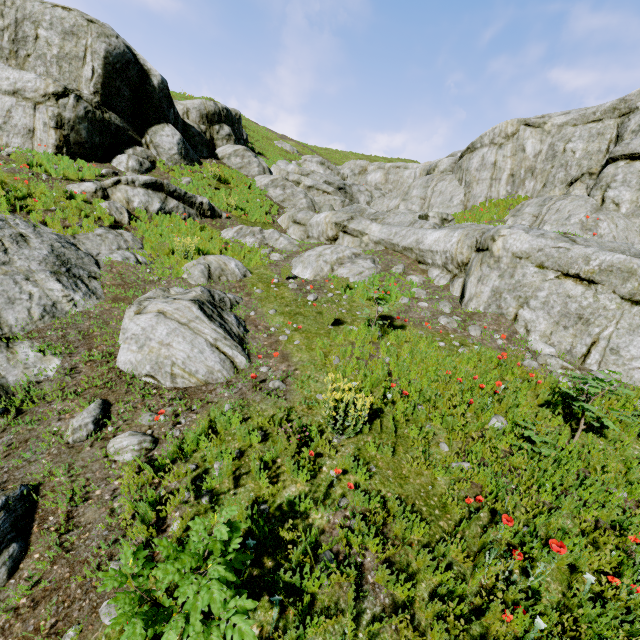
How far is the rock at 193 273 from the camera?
8.8m

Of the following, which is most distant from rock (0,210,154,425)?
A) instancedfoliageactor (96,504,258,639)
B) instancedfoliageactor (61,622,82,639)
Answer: instancedfoliageactor (61,622,82,639)

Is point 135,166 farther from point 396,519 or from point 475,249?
point 396,519

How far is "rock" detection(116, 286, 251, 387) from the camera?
5.3m

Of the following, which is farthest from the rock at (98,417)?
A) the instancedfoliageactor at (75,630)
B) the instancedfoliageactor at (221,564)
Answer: the instancedfoliageactor at (75,630)

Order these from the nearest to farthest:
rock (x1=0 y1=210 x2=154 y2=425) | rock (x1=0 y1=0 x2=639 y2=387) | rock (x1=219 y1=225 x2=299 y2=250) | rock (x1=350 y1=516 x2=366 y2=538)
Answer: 1. rock (x1=350 y1=516 x2=366 y2=538)
2. rock (x1=0 y1=210 x2=154 y2=425)
3. rock (x1=0 y1=0 x2=639 y2=387)
4. rock (x1=219 y1=225 x2=299 y2=250)

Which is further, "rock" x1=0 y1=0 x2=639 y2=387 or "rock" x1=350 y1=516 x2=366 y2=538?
"rock" x1=0 y1=0 x2=639 y2=387

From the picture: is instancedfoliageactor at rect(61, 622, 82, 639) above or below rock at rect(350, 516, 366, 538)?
below
